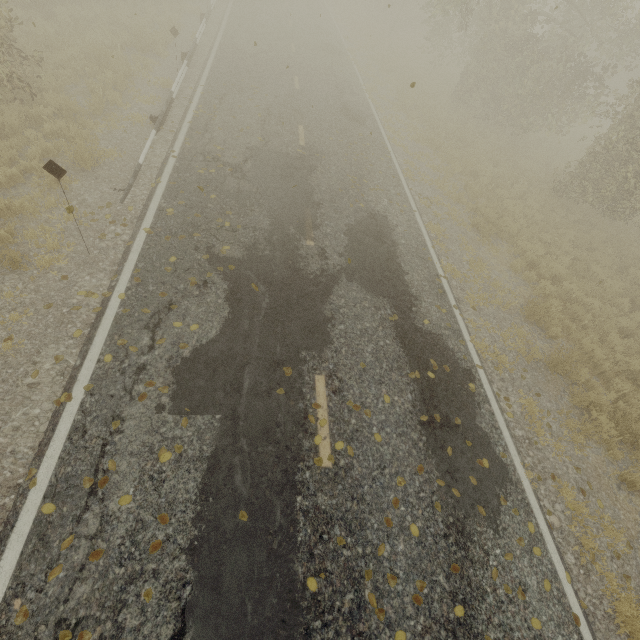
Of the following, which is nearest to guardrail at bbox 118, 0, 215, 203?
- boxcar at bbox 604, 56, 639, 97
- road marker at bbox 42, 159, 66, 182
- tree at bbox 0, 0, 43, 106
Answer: road marker at bbox 42, 159, 66, 182

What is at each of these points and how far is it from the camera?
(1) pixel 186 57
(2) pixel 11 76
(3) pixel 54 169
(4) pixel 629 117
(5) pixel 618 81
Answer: (1) guardrail, 12.0m
(2) tree, 7.7m
(3) road marker, 4.9m
(4) tree, 11.0m
(5) boxcar, 25.9m

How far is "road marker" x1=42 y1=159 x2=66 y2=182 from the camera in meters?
4.9

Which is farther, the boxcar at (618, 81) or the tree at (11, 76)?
the boxcar at (618, 81)

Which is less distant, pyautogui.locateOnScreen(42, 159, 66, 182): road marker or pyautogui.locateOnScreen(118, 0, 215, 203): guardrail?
pyautogui.locateOnScreen(42, 159, 66, 182): road marker

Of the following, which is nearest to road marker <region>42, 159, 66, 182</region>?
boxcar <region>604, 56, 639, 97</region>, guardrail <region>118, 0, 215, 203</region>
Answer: guardrail <region>118, 0, 215, 203</region>

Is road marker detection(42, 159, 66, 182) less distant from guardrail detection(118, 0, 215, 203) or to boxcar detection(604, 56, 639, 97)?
guardrail detection(118, 0, 215, 203)

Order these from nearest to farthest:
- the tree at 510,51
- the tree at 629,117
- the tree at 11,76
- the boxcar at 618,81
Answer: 1. the tree at 11,76
2. the tree at 629,117
3. the tree at 510,51
4. the boxcar at 618,81
